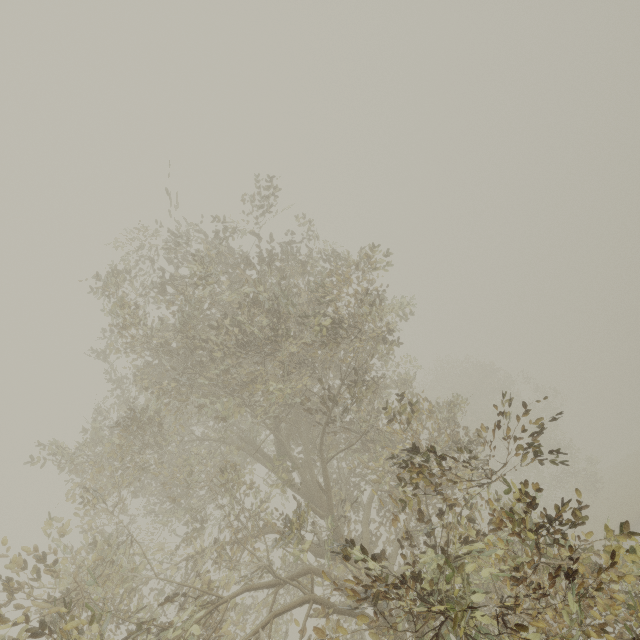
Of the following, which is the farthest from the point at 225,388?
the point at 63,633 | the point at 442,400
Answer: the point at 442,400
